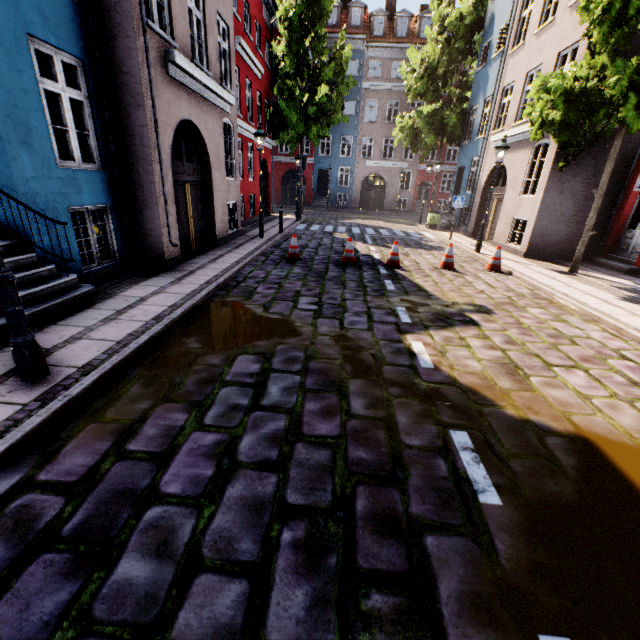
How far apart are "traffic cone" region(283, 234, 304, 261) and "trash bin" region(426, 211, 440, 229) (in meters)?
11.81

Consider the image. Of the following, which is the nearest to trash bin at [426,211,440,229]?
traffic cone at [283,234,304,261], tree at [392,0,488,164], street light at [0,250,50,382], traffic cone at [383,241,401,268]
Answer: tree at [392,0,488,164]

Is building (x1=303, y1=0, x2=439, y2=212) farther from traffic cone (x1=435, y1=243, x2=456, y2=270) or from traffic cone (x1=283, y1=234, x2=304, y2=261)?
traffic cone (x1=435, y1=243, x2=456, y2=270)

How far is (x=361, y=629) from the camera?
1.7 meters

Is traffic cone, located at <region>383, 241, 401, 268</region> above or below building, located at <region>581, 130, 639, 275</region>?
below

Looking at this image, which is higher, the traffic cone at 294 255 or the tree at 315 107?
the tree at 315 107

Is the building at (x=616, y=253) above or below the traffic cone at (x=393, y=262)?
above

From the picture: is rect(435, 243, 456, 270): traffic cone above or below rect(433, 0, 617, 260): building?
below
